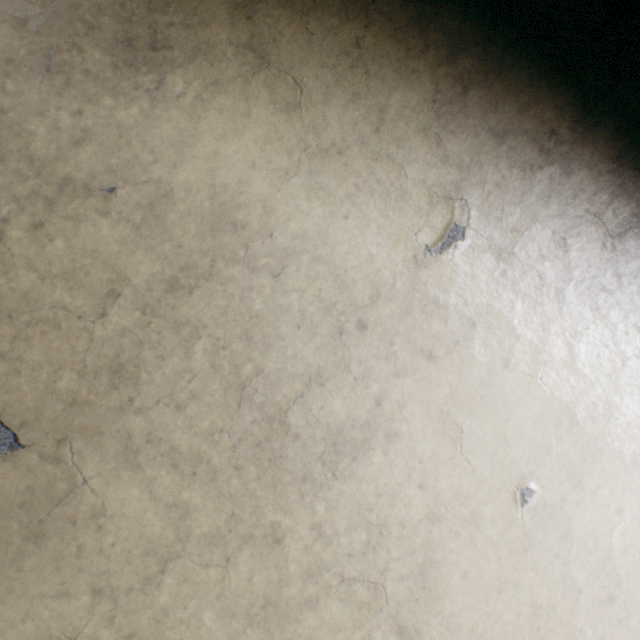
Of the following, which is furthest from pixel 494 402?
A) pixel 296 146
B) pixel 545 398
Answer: pixel 296 146
